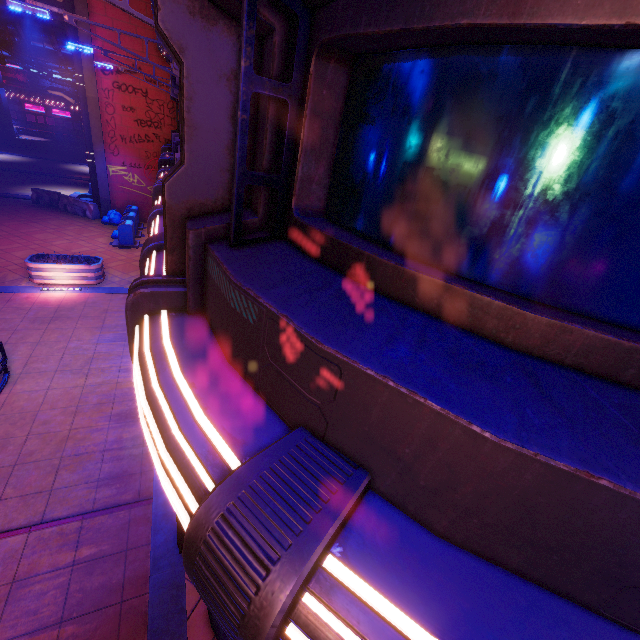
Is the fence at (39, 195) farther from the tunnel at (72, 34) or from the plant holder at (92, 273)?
the plant holder at (92, 273)

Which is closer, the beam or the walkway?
the beam

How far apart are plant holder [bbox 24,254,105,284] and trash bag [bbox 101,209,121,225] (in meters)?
7.15

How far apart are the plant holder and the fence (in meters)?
8.17

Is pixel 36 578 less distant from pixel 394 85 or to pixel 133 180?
pixel 394 85

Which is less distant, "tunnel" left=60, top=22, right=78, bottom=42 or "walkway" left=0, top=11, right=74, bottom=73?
"tunnel" left=60, top=22, right=78, bottom=42

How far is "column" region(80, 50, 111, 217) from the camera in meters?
15.8 m

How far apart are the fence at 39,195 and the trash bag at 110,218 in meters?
0.5
